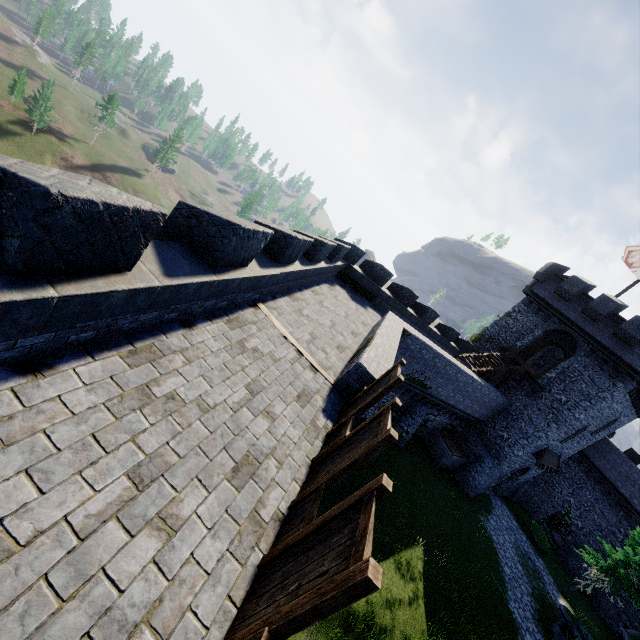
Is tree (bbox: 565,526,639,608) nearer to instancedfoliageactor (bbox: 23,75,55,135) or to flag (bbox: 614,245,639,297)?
flag (bbox: 614,245,639,297)

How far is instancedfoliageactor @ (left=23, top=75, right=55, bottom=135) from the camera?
53.2m

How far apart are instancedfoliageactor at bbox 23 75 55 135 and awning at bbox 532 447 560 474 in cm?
8360

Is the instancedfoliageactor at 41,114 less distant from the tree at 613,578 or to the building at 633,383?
the building at 633,383

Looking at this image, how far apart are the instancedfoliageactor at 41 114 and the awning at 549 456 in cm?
8360

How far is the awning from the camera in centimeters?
2477cm

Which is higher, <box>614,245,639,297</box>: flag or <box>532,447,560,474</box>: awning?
<box>614,245,639,297</box>: flag

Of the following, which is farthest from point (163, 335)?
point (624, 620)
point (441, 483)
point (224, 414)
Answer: point (624, 620)
